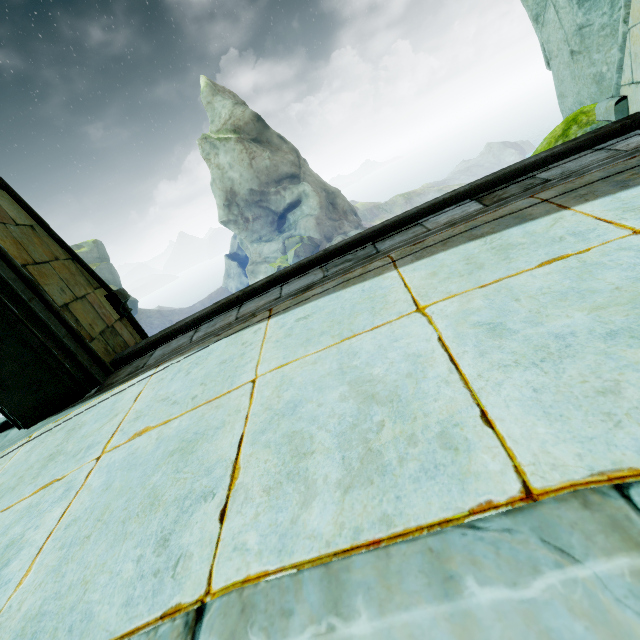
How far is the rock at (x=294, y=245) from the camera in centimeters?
3456cm

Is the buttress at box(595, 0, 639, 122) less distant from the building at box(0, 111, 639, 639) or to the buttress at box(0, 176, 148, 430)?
the building at box(0, 111, 639, 639)

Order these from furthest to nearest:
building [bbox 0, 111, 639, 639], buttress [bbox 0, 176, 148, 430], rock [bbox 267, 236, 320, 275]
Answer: rock [bbox 267, 236, 320, 275], buttress [bbox 0, 176, 148, 430], building [bbox 0, 111, 639, 639]

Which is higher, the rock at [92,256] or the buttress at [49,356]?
the rock at [92,256]

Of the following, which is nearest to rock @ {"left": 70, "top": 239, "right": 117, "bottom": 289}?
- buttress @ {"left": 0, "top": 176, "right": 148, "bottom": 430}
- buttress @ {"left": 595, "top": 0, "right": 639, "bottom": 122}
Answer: buttress @ {"left": 0, "top": 176, "right": 148, "bottom": 430}

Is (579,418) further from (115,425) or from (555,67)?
(555,67)

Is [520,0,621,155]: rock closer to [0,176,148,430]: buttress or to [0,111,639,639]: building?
[0,111,639,639]: building

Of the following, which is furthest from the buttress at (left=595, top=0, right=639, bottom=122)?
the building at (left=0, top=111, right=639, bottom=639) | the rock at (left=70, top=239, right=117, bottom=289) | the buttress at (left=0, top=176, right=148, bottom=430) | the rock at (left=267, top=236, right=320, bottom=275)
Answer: the rock at (left=70, top=239, right=117, bottom=289)
